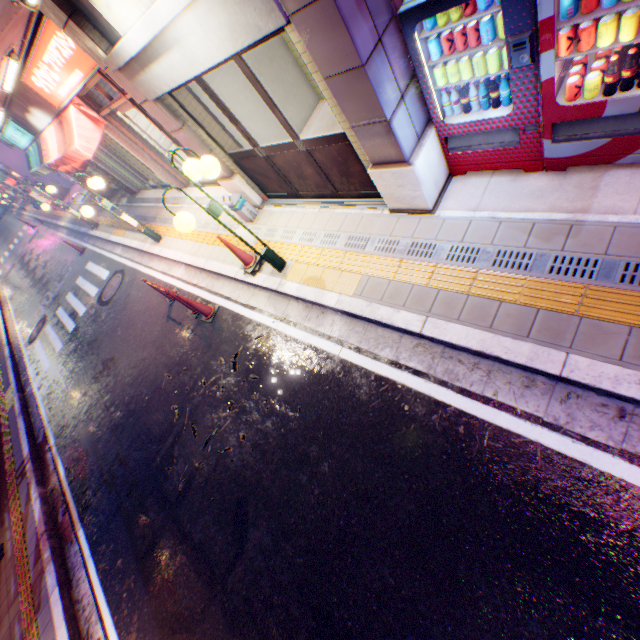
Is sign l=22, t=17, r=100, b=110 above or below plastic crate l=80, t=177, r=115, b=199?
above

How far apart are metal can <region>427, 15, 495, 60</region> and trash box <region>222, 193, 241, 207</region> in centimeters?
432cm

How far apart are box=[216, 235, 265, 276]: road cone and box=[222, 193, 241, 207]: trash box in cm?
114

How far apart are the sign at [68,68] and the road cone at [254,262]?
3.1m

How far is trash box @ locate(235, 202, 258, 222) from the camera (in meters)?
6.78

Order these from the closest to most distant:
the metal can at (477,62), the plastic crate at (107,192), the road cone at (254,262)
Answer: the metal can at (477,62) < the road cone at (254,262) < the plastic crate at (107,192)

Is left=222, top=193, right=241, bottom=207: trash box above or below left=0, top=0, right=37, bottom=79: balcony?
below

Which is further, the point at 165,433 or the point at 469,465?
the point at 165,433
